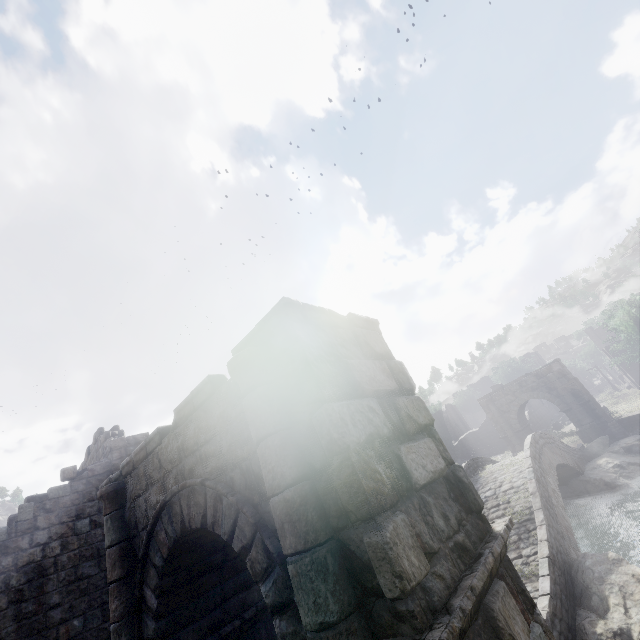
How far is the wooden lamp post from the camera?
22.47m

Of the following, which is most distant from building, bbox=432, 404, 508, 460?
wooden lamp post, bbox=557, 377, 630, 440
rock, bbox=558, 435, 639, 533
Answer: rock, bbox=558, 435, 639, 533

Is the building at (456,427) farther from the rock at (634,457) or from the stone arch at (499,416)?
the rock at (634,457)

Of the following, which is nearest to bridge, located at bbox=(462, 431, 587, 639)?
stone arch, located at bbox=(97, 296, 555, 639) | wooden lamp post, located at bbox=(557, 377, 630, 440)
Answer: wooden lamp post, located at bbox=(557, 377, 630, 440)

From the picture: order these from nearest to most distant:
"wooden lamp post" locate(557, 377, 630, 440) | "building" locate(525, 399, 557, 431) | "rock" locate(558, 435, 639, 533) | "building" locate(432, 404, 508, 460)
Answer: "rock" locate(558, 435, 639, 533) → "wooden lamp post" locate(557, 377, 630, 440) → "building" locate(432, 404, 508, 460) → "building" locate(525, 399, 557, 431)

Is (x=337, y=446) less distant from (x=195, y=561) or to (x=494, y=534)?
(x=494, y=534)

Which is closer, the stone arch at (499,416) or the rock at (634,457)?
the rock at (634,457)

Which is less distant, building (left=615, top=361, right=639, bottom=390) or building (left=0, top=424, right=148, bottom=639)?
building (left=0, top=424, right=148, bottom=639)
